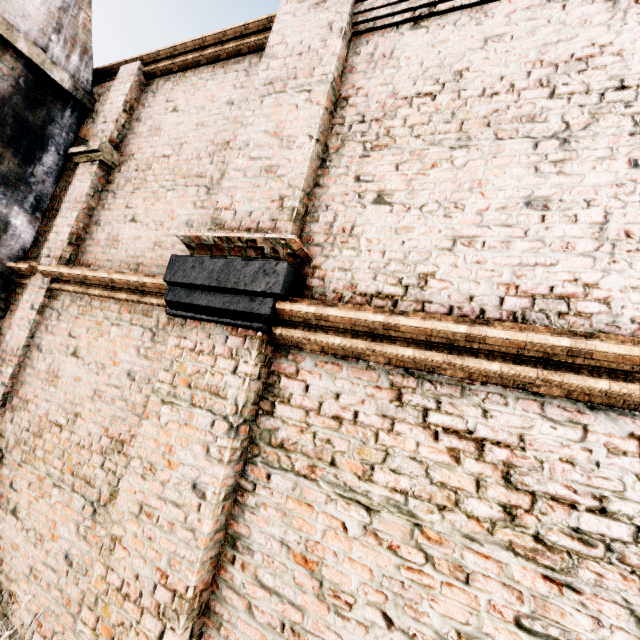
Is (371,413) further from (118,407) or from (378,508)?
(118,407)

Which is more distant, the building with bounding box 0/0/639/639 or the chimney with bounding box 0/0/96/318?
the chimney with bounding box 0/0/96/318

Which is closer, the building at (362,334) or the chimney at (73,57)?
the building at (362,334)
